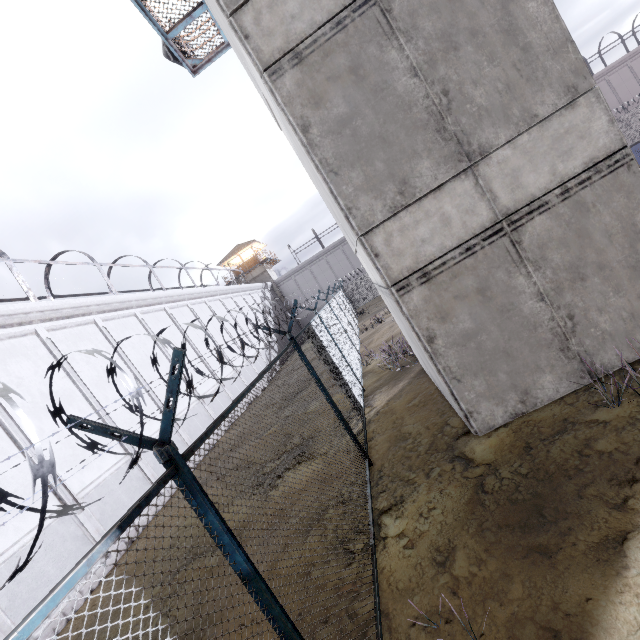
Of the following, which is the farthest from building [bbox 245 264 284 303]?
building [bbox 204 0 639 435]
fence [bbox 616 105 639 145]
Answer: building [bbox 204 0 639 435]

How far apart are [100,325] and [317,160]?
12.7m

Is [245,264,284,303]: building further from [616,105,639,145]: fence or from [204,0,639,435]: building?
[204,0,639,435]: building

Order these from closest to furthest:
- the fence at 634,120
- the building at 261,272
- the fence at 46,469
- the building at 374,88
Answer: the fence at 46,469, the building at 374,88, the fence at 634,120, the building at 261,272

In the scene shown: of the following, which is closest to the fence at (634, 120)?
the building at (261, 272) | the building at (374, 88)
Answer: the building at (374, 88)

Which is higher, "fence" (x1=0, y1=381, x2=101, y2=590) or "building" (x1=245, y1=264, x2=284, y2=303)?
"building" (x1=245, y1=264, x2=284, y2=303)

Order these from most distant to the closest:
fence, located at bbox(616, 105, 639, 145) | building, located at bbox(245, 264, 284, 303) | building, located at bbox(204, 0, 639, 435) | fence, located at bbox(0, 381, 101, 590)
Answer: building, located at bbox(245, 264, 284, 303), fence, located at bbox(616, 105, 639, 145), building, located at bbox(204, 0, 639, 435), fence, located at bbox(0, 381, 101, 590)
